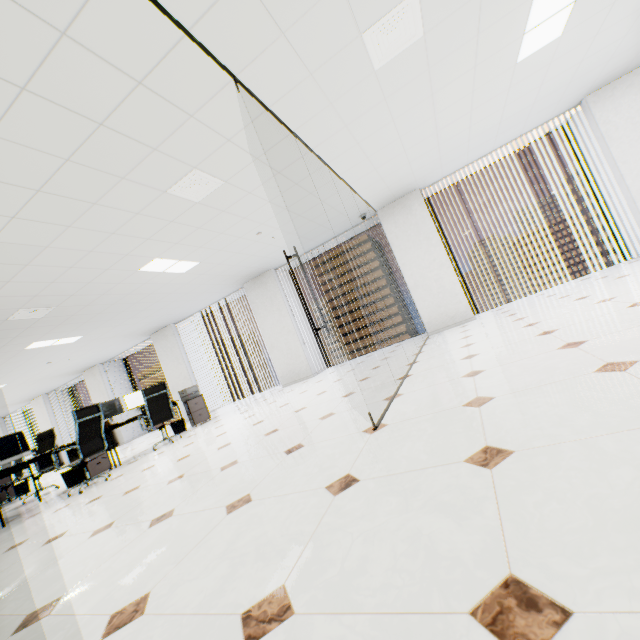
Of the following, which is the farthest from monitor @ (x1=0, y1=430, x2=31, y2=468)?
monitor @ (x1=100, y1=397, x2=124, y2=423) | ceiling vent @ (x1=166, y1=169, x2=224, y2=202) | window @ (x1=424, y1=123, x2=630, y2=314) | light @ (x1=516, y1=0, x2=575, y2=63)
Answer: window @ (x1=424, y1=123, x2=630, y2=314)

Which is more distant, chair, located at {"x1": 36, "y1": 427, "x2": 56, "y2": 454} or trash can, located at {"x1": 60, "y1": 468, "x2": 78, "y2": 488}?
chair, located at {"x1": 36, "y1": 427, "x2": 56, "y2": 454}

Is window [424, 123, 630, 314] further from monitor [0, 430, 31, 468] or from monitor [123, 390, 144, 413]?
monitor [0, 430, 31, 468]

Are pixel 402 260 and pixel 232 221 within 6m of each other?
yes

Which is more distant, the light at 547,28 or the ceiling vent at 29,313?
the ceiling vent at 29,313

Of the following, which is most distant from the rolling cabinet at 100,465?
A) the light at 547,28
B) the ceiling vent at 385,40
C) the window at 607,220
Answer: the window at 607,220

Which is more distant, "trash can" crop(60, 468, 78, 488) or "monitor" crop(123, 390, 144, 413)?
"monitor" crop(123, 390, 144, 413)

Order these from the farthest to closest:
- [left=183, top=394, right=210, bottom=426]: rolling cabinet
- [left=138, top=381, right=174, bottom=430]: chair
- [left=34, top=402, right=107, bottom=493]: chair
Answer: [left=183, top=394, right=210, bottom=426]: rolling cabinet < [left=138, top=381, right=174, bottom=430]: chair < [left=34, top=402, right=107, bottom=493]: chair
